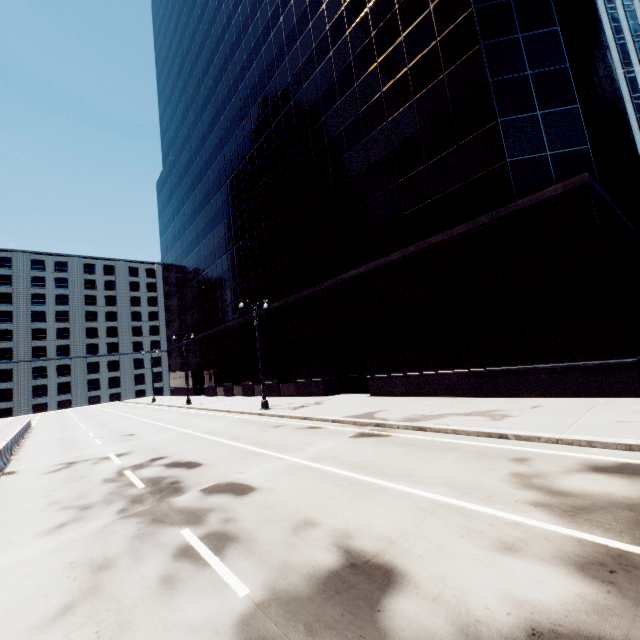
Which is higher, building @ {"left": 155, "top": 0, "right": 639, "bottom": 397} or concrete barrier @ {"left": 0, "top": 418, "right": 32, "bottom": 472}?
building @ {"left": 155, "top": 0, "right": 639, "bottom": 397}

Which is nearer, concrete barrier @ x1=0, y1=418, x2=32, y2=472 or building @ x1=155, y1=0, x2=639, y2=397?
building @ x1=155, y1=0, x2=639, y2=397

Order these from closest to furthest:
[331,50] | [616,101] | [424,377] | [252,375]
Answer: [424,377]
[331,50]
[252,375]
[616,101]

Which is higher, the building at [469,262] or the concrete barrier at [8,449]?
the building at [469,262]

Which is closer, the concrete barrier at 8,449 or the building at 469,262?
the building at 469,262
